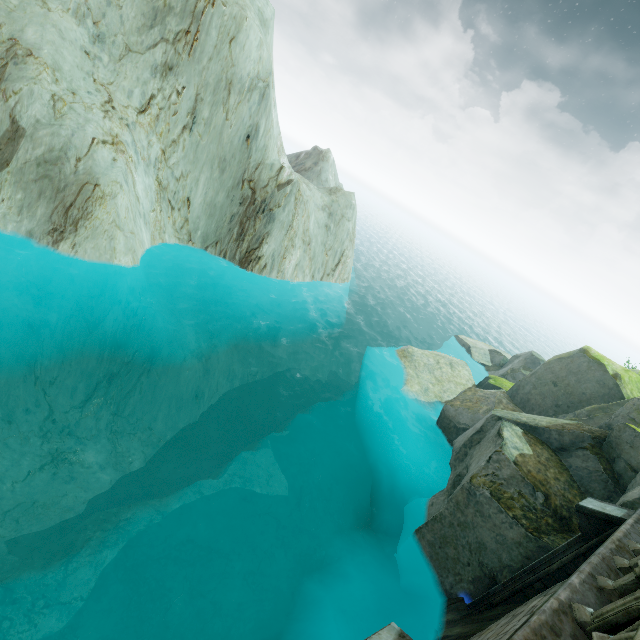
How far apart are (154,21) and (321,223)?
13.8 meters
